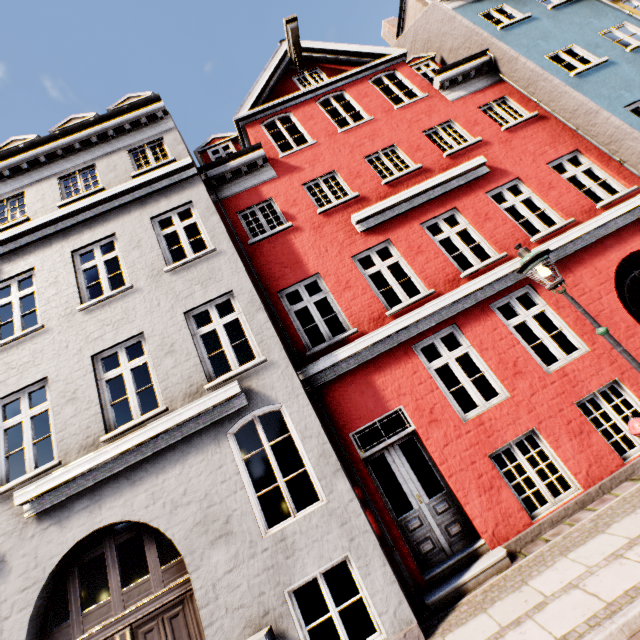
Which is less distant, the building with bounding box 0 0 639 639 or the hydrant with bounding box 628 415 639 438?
the hydrant with bounding box 628 415 639 438

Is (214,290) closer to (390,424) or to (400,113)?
(400,113)

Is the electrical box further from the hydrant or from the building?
the hydrant

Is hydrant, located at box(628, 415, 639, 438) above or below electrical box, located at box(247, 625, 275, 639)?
above

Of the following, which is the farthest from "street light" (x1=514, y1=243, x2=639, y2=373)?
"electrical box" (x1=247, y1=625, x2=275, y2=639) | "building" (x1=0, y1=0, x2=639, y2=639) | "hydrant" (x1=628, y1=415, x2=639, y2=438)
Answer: "electrical box" (x1=247, y1=625, x2=275, y2=639)

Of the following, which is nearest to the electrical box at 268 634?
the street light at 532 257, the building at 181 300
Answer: the building at 181 300

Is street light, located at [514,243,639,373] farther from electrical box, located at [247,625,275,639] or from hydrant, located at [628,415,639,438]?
electrical box, located at [247,625,275,639]

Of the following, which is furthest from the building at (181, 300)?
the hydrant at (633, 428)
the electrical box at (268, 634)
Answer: the hydrant at (633, 428)
